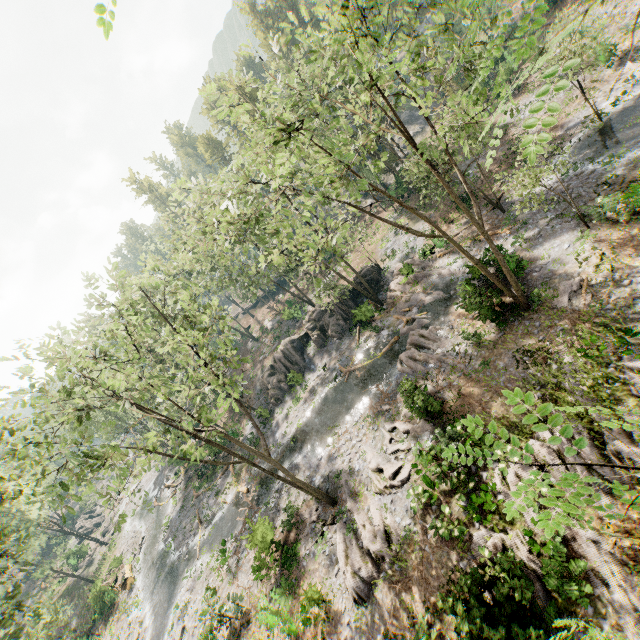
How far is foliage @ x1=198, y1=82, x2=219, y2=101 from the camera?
12.4m

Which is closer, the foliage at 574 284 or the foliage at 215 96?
→ the foliage at 215 96

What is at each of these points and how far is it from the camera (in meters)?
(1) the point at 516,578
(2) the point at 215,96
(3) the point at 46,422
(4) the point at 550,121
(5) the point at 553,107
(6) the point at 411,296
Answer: (1) foliage, 10.28
(2) foliage, 12.44
(3) foliage, 13.61
(4) foliage, 2.31
(5) foliage, 2.28
(6) foliage, 27.70

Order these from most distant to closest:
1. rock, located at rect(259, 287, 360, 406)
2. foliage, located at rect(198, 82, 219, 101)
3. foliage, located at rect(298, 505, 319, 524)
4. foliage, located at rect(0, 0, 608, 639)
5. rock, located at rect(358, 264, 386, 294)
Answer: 1. rock, located at rect(259, 287, 360, 406)
2. rock, located at rect(358, 264, 386, 294)
3. foliage, located at rect(298, 505, 319, 524)
4. foliage, located at rect(198, 82, 219, 101)
5. foliage, located at rect(0, 0, 608, 639)

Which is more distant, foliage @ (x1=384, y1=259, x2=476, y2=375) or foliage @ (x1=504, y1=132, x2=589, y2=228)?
foliage @ (x1=384, y1=259, x2=476, y2=375)

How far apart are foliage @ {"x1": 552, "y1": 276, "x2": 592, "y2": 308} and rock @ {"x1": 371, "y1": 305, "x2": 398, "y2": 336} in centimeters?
1159cm

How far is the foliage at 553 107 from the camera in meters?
2.3 m
